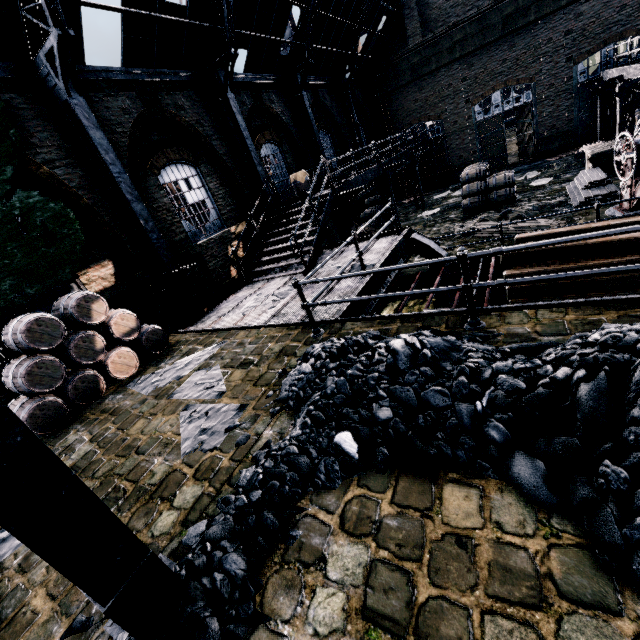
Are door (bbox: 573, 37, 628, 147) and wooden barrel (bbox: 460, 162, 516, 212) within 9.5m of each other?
no

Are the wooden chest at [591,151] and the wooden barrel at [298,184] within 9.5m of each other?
no

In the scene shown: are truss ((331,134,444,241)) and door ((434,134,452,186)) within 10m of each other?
yes

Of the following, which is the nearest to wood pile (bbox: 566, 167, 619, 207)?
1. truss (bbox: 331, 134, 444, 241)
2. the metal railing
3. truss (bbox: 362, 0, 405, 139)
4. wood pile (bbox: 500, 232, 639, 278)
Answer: wood pile (bbox: 500, 232, 639, 278)

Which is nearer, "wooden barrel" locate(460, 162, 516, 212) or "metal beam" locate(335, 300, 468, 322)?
"metal beam" locate(335, 300, 468, 322)

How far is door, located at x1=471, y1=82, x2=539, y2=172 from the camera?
22.48m

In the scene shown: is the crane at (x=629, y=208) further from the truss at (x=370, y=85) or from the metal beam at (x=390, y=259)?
the truss at (x=370, y=85)

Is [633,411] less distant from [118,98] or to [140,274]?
[140,274]
